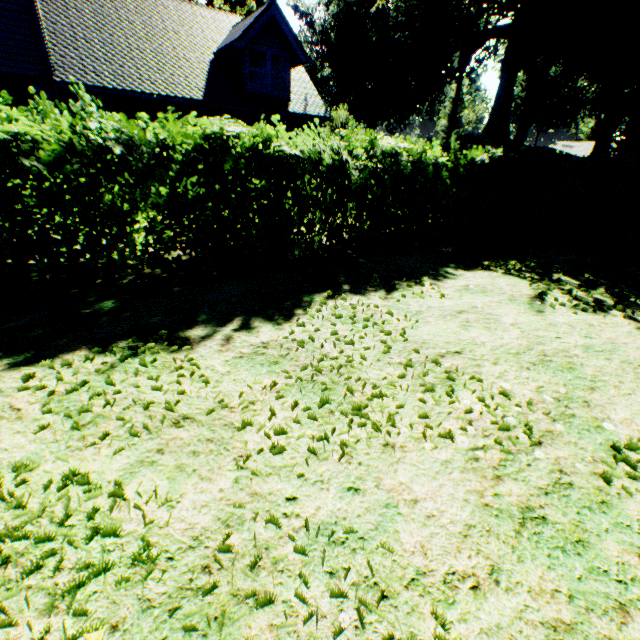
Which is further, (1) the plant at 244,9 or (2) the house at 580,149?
(2) the house at 580,149

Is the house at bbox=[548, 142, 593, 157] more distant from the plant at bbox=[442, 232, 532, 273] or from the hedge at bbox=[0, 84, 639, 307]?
the hedge at bbox=[0, 84, 639, 307]

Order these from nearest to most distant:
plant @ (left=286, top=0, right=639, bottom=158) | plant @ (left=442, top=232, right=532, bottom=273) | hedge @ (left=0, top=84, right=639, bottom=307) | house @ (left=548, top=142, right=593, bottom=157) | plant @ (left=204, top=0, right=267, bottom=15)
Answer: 1. hedge @ (left=0, top=84, right=639, bottom=307)
2. plant @ (left=442, top=232, right=532, bottom=273)
3. plant @ (left=286, top=0, right=639, bottom=158)
4. plant @ (left=204, top=0, right=267, bottom=15)
5. house @ (left=548, top=142, right=593, bottom=157)

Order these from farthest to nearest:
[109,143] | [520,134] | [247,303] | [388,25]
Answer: [388,25] → [520,134] → [247,303] → [109,143]

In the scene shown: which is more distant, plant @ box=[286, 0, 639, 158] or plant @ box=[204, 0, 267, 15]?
plant @ box=[204, 0, 267, 15]

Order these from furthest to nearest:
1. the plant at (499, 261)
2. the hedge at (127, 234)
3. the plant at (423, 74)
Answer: the plant at (423, 74)
the plant at (499, 261)
the hedge at (127, 234)

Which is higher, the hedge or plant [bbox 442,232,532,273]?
the hedge
